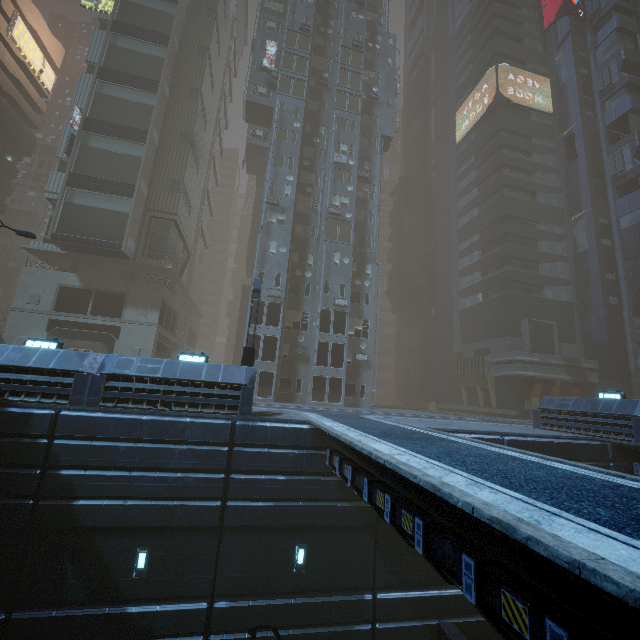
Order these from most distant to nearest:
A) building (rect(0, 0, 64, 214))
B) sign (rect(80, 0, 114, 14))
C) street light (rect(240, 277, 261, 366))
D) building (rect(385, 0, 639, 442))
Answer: building (rect(0, 0, 64, 214)) < sign (rect(80, 0, 114, 14)) < building (rect(385, 0, 639, 442)) < street light (rect(240, 277, 261, 366))

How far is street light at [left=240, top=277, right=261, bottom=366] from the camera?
15.5 meters

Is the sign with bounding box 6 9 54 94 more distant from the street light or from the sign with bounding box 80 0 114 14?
the street light

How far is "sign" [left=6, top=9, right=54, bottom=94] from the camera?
43.4 meters

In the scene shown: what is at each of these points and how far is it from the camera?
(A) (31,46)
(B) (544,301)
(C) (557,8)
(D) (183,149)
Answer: (A) sign, 46.9 meters
(B) building, 35.8 meters
(C) building, 44.7 meters
(D) building, 34.8 meters

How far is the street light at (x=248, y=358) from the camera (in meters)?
15.48

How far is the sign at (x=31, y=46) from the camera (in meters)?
43.38

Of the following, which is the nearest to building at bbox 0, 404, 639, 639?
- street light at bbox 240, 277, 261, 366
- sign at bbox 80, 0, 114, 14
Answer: sign at bbox 80, 0, 114, 14
